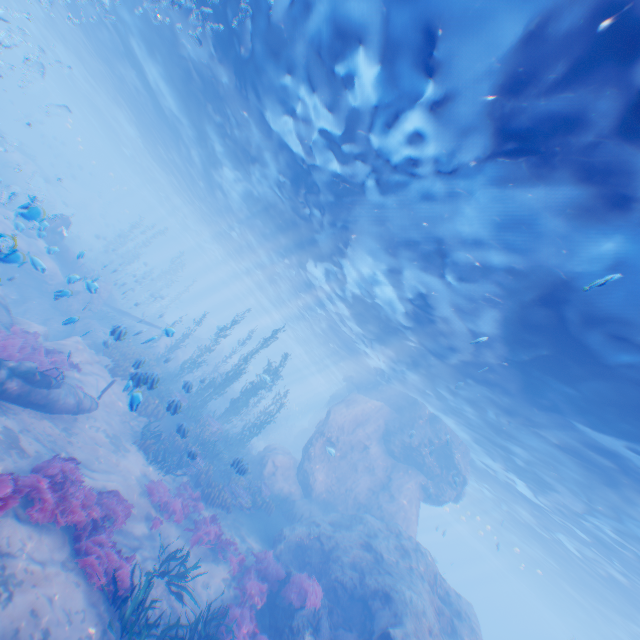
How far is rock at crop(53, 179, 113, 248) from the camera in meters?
45.1

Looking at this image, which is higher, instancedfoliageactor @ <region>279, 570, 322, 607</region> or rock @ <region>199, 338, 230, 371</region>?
rock @ <region>199, 338, 230, 371</region>

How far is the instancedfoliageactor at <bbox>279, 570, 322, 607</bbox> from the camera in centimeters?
1045cm

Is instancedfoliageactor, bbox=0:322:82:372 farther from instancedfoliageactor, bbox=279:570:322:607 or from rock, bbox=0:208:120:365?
instancedfoliageactor, bbox=279:570:322:607

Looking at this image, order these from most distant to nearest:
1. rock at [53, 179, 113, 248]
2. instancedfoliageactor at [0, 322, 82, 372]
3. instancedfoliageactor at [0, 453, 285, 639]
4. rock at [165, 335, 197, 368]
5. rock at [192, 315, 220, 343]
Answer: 1. rock at [53, 179, 113, 248]
2. rock at [192, 315, 220, 343]
3. rock at [165, 335, 197, 368]
4. instancedfoliageactor at [0, 322, 82, 372]
5. instancedfoliageactor at [0, 453, 285, 639]

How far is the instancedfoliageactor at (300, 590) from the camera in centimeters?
1045cm

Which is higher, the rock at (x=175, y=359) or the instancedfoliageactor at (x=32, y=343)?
the rock at (x=175, y=359)

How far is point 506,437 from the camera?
17.4m
